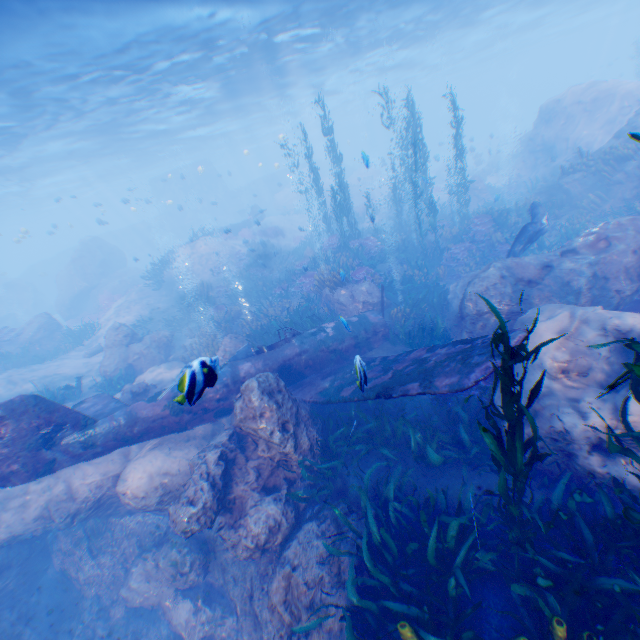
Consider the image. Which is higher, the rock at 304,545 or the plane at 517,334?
the plane at 517,334

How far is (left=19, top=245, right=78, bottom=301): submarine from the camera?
43.0 meters

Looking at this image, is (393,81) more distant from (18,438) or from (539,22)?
(18,438)

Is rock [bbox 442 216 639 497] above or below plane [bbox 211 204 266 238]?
below

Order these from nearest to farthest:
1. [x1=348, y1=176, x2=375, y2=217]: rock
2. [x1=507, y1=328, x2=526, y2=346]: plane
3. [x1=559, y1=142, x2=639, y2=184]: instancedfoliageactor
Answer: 1. [x1=507, y1=328, x2=526, y2=346]: plane
2. [x1=559, y1=142, x2=639, y2=184]: instancedfoliageactor
3. [x1=348, y1=176, x2=375, y2=217]: rock

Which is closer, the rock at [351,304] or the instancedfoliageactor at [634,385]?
the instancedfoliageactor at [634,385]

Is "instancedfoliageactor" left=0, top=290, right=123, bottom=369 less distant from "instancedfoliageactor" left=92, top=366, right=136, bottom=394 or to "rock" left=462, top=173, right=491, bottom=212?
"rock" left=462, top=173, right=491, bottom=212

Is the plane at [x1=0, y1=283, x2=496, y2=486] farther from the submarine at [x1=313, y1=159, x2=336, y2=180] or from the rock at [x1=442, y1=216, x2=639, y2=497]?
the submarine at [x1=313, y1=159, x2=336, y2=180]
